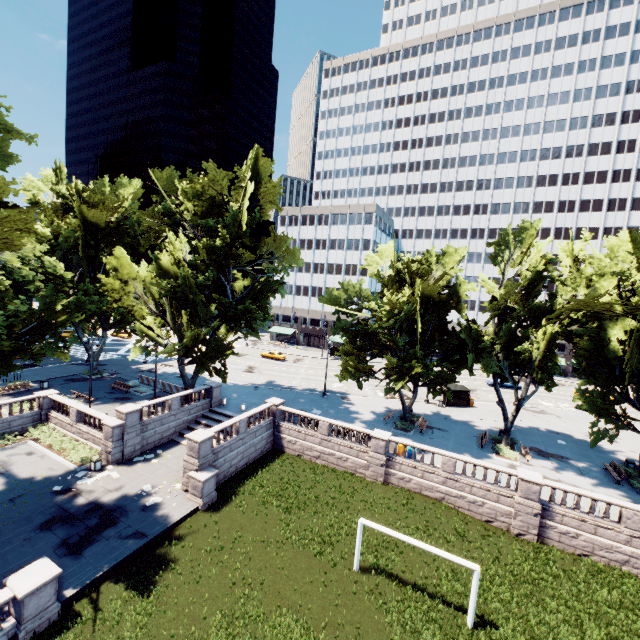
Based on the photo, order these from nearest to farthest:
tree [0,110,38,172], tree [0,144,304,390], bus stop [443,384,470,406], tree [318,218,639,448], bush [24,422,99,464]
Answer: tree [0,110,38,172] < tree [0,144,304,390] < tree [318,218,639,448] < bush [24,422,99,464] < bus stop [443,384,470,406]

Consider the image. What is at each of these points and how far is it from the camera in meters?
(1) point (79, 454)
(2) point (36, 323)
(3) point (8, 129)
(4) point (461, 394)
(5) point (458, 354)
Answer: (1) bush, 25.0
(2) tree, 18.1
(3) tree, 16.6
(4) bus stop, 41.0
(5) tree, 30.8

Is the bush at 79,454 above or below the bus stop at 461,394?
below

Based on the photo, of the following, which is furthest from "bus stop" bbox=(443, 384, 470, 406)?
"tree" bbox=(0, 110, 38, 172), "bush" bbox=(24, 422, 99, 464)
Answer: "bush" bbox=(24, 422, 99, 464)

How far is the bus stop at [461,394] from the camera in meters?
40.7

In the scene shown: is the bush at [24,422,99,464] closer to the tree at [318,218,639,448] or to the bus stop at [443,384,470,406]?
the tree at [318,218,639,448]
